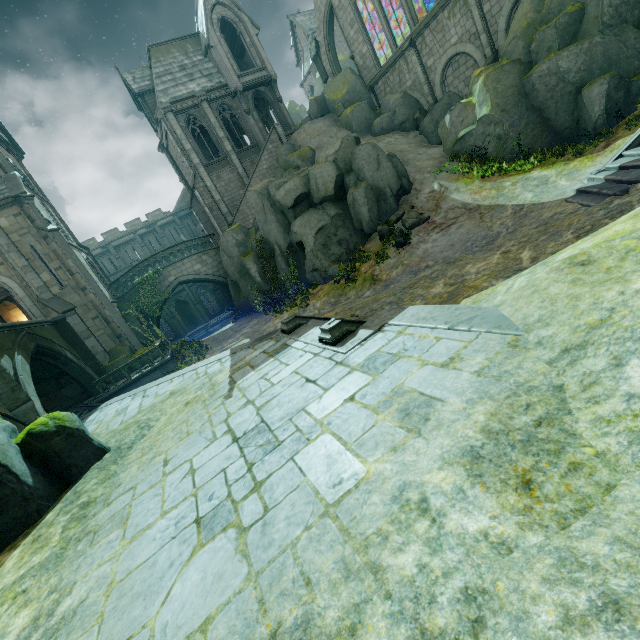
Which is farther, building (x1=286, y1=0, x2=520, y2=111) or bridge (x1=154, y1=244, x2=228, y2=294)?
bridge (x1=154, y1=244, x2=228, y2=294)

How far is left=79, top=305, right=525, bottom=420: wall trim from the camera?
4.6m

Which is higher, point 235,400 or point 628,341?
point 628,341

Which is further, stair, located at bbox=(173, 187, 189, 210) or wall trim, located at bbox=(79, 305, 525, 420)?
stair, located at bbox=(173, 187, 189, 210)

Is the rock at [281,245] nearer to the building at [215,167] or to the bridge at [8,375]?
the building at [215,167]

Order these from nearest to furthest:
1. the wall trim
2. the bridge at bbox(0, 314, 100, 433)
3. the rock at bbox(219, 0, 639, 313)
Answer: the wall trim → the bridge at bbox(0, 314, 100, 433) → the rock at bbox(219, 0, 639, 313)

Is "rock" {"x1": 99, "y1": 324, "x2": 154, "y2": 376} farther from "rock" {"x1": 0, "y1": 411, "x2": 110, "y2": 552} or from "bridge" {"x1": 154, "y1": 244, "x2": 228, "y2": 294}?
"rock" {"x1": 0, "y1": 411, "x2": 110, "y2": 552}

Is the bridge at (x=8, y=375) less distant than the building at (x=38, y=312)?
Yes
